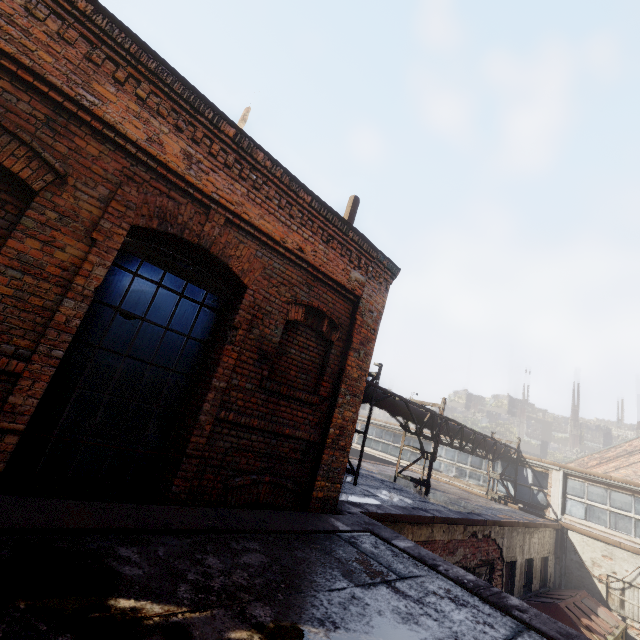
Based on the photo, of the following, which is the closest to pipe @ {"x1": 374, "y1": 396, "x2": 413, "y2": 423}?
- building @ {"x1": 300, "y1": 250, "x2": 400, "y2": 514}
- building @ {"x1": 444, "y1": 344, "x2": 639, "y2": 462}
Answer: building @ {"x1": 300, "y1": 250, "x2": 400, "y2": 514}

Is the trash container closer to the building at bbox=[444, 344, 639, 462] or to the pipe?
the pipe

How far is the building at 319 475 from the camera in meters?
5.0 m

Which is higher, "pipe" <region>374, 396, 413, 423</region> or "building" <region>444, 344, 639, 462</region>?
"building" <region>444, 344, 639, 462</region>

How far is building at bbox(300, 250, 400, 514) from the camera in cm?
500

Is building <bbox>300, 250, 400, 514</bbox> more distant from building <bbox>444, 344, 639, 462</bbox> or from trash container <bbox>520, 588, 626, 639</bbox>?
building <bbox>444, 344, 639, 462</bbox>

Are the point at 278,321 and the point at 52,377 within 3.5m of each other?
yes

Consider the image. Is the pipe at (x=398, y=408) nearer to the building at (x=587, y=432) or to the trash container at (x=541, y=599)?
the trash container at (x=541, y=599)
